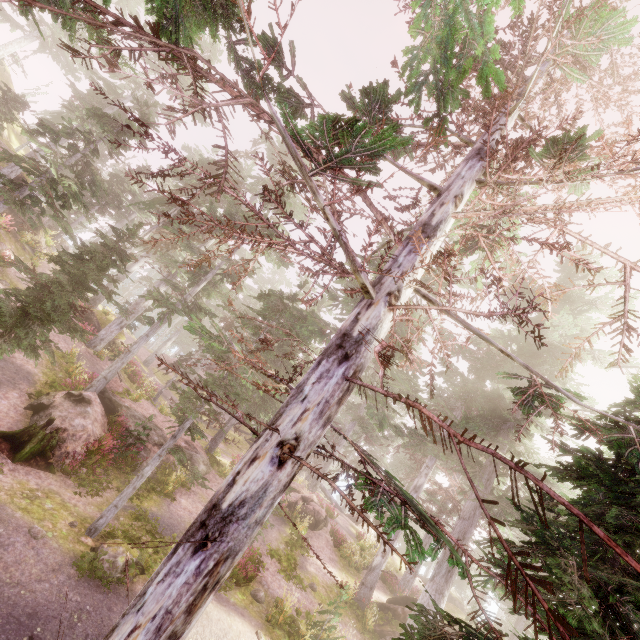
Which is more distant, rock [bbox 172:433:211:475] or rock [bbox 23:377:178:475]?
rock [bbox 172:433:211:475]

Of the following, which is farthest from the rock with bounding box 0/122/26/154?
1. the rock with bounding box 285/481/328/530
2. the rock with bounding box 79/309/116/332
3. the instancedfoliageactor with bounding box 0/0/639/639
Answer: the rock with bounding box 285/481/328/530

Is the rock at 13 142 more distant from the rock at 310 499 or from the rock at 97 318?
the rock at 310 499

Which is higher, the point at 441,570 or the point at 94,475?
the point at 441,570

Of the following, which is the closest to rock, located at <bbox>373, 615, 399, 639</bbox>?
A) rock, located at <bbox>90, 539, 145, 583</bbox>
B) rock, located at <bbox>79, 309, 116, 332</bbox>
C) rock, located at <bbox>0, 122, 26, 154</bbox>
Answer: rock, located at <bbox>90, 539, 145, 583</bbox>

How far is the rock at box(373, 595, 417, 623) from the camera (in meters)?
17.08

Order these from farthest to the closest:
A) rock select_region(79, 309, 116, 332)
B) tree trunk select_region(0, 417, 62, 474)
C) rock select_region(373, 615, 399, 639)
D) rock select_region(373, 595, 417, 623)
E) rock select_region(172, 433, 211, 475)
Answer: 1. rock select_region(79, 309, 116, 332)
2. rock select_region(172, 433, 211, 475)
3. rock select_region(373, 595, 417, 623)
4. rock select_region(373, 615, 399, 639)
5. tree trunk select_region(0, 417, 62, 474)

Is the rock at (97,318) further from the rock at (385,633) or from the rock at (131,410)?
the rock at (385,633)
